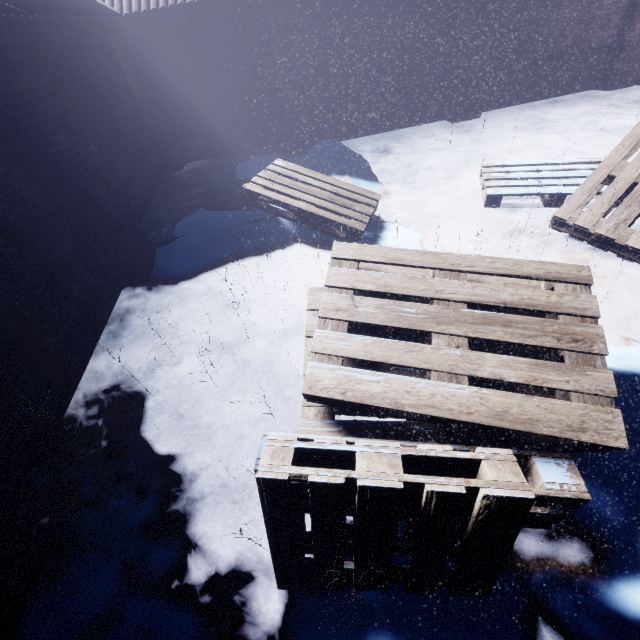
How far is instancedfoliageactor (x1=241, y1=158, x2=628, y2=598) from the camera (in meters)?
1.22

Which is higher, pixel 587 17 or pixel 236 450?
pixel 587 17

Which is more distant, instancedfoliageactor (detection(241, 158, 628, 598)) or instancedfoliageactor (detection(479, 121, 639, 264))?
instancedfoliageactor (detection(479, 121, 639, 264))

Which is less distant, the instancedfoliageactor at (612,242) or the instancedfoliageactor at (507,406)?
the instancedfoliageactor at (507,406)

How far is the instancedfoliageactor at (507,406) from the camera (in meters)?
1.22
